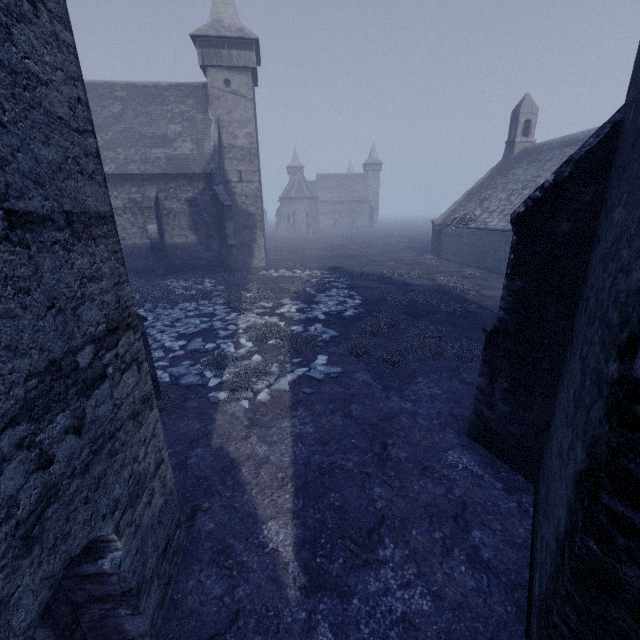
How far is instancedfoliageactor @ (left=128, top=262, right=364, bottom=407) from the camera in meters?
8.2 m

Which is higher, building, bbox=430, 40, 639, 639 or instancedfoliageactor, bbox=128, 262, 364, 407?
building, bbox=430, 40, 639, 639

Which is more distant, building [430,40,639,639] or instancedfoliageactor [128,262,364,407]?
instancedfoliageactor [128,262,364,407]

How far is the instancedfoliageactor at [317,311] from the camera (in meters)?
8.23

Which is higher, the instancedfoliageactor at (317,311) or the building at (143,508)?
the building at (143,508)

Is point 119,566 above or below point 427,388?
above
